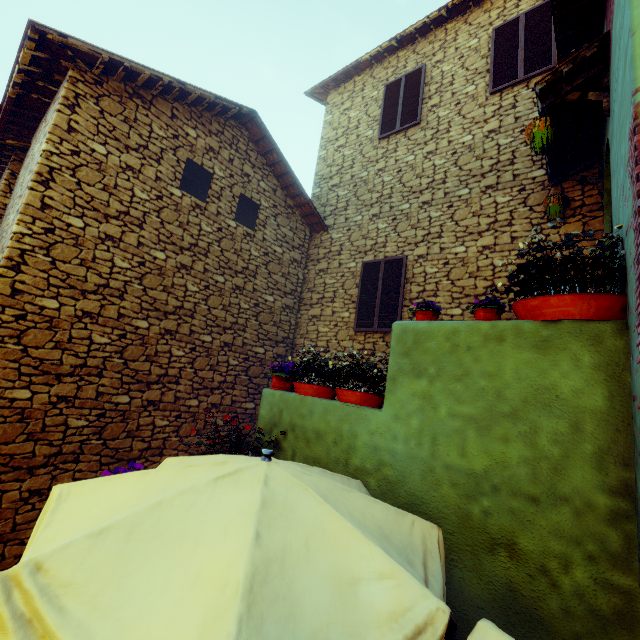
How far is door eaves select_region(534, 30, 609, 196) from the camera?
3.7m

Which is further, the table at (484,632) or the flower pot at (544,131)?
the flower pot at (544,131)

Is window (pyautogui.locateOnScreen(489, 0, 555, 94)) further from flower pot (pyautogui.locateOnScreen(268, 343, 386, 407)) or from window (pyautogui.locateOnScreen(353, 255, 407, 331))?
flower pot (pyautogui.locateOnScreen(268, 343, 386, 407))

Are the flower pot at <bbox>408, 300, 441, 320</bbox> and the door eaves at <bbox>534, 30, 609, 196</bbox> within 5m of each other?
yes

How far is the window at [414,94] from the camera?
7.7 meters

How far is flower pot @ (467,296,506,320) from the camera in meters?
3.1 m

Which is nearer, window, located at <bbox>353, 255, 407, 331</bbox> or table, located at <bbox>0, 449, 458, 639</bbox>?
table, located at <bbox>0, 449, 458, 639</bbox>

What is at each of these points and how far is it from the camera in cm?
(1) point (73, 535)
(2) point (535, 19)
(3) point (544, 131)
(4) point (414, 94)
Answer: (1) table, 162
(2) window, 632
(3) flower pot, 383
(4) window, 776
